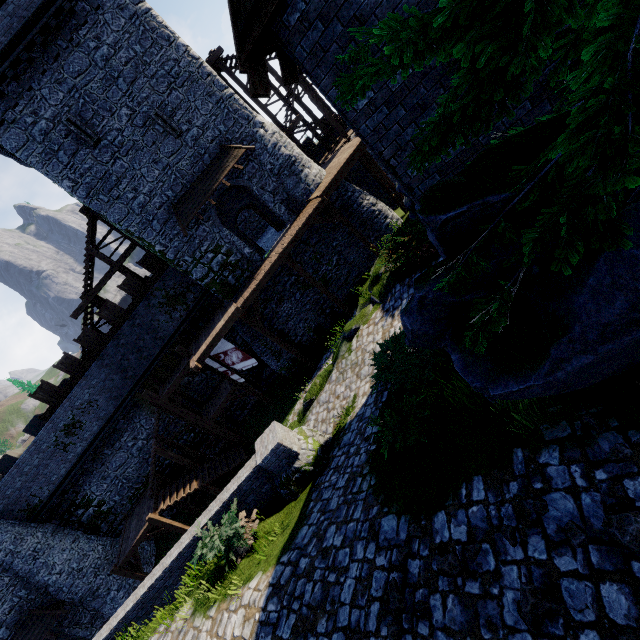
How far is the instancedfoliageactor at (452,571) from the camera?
4.25m

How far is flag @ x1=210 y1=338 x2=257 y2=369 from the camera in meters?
17.7

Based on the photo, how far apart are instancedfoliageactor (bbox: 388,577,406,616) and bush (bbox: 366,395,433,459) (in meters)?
1.83

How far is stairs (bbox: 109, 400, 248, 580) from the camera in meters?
17.1

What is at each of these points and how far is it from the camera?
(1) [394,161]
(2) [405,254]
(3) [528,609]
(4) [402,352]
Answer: (1) building, 5.8m
(2) bush, 11.7m
(3) instancedfoliageactor, 3.4m
(4) bush, 9.2m

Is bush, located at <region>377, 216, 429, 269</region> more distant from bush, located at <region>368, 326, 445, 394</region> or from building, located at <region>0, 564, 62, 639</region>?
building, located at <region>0, 564, 62, 639</region>

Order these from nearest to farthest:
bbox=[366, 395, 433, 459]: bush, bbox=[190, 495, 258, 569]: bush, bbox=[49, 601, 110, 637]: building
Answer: bbox=[366, 395, 433, 459]: bush → bbox=[190, 495, 258, 569]: bush → bbox=[49, 601, 110, 637]: building

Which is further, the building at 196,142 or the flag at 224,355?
the flag at 224,355
